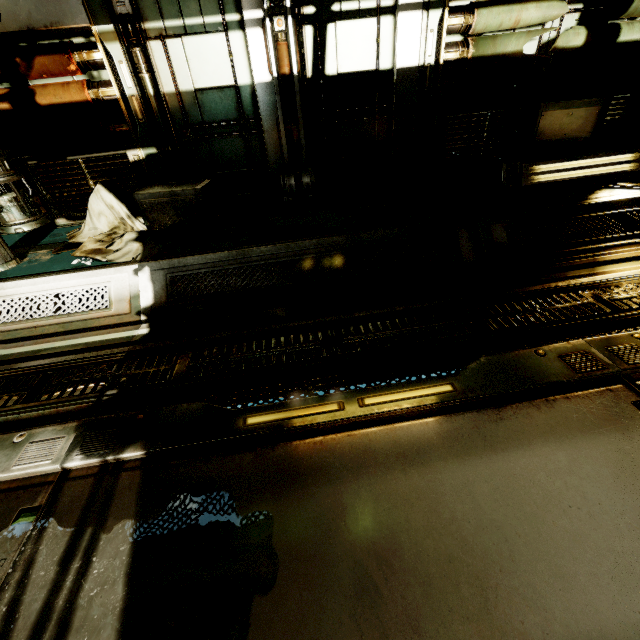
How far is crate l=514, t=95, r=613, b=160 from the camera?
3.76m

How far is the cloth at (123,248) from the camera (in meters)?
3.50

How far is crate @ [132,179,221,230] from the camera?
3.6 meters

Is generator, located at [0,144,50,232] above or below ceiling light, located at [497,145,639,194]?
above

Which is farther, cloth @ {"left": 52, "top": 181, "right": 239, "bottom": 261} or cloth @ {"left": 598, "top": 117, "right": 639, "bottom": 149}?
cloth @ {"left": 598, "top": 117, "right": 639, "bottom": 149}

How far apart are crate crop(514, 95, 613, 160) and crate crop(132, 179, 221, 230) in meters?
4.0 m

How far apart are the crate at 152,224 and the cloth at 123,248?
0.0m

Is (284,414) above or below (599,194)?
below
